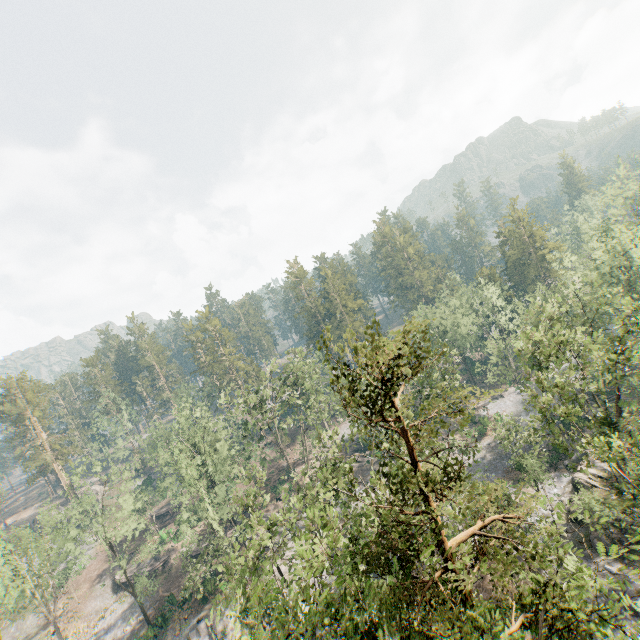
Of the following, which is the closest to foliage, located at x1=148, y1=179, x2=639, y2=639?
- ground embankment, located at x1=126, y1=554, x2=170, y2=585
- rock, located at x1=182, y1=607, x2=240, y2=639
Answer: rock, located at x1=182, y1=607, x2=240, y2=639

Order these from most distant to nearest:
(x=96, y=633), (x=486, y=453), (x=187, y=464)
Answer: (x=486, y=453) < (x=96, y=633) < (x=187, y=464)

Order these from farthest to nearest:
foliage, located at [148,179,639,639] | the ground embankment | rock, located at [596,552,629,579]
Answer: the ground embankment, rock, located at [596,552,629,579], foliage, located at [148,179,639,639]

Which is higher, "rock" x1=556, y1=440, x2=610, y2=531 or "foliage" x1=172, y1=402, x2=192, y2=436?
"foliage" x1=172, y1=402, x2=192, y2=436

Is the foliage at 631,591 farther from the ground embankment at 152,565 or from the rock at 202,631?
the ground embankment at 152,565

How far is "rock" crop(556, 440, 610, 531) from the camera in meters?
30.9

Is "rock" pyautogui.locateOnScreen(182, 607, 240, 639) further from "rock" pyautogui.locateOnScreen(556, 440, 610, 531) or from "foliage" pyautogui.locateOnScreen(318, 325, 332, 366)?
"rock" pyautogui.locateOnScreen(556, 440, 610, 531)

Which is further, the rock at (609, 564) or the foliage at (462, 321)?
the foliage at (462, 321)
